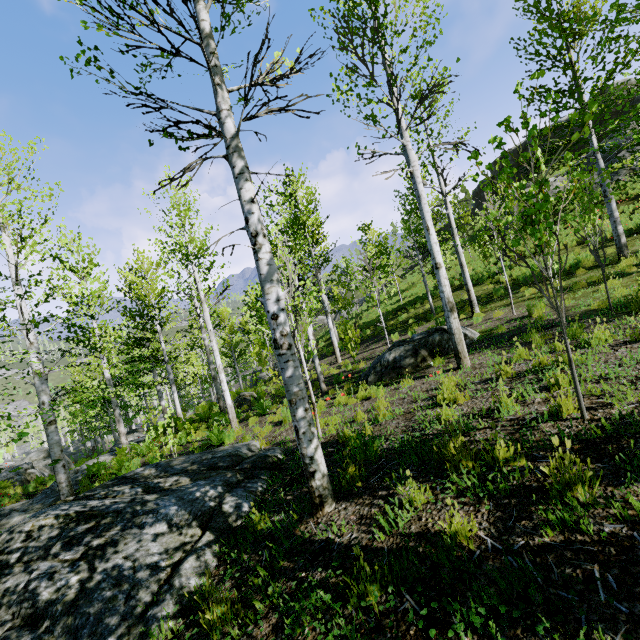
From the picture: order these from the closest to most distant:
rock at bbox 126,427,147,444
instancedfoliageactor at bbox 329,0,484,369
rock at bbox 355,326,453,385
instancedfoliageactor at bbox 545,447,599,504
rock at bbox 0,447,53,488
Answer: instancedfoliageactor at bbox 545,447,599,504, instancedfoliageactor at bbox 329,0,484,369, rock at bbox 355,326,453,385, rock at bbox 0,447,53,488, rock at bbox 126,427,147,444

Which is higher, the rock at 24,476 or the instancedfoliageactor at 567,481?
the instancedfoliageactor at 567,481

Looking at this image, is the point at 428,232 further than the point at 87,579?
Yes

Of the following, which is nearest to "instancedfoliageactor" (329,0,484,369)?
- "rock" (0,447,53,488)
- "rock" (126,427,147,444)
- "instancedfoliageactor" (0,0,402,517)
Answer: "rock" (0,447,53,488)

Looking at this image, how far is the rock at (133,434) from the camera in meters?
18.1 m

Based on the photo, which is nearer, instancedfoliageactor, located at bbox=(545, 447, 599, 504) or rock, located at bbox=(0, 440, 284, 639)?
instancedfoliageactor, located at bbox=(545, 447, 599, 504)

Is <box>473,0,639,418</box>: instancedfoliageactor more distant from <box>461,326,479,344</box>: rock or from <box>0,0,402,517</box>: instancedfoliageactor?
<box>0,0,402,517</box>: instancedfoliageactor

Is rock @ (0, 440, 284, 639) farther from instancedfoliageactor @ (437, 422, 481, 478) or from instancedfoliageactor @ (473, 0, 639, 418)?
instancedfoliageactor @ (437, 422, 481, 478)
